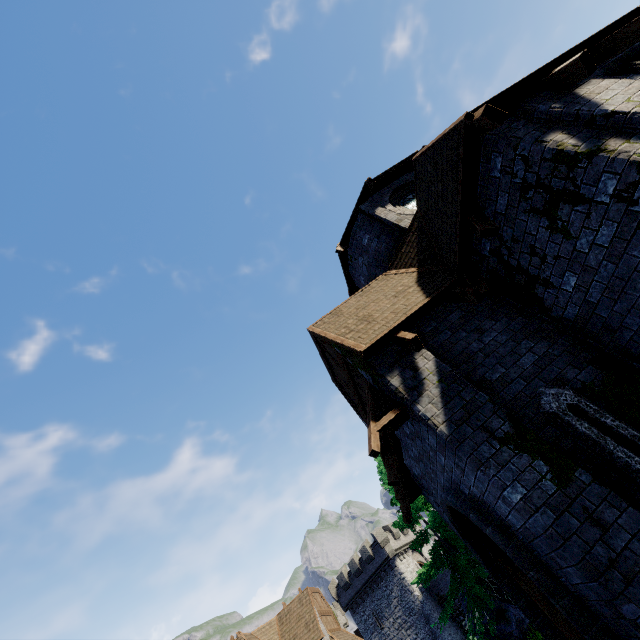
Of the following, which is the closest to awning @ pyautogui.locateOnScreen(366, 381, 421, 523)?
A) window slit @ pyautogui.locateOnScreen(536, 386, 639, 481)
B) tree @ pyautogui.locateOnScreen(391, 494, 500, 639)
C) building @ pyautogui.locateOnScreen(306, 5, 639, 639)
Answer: building @ pyautogui.locateOnScreen(306, 5, 639, 639)

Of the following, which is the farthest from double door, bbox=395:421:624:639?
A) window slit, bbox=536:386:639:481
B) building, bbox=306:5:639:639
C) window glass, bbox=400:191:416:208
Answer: window glass, bbox=400:191:416:208

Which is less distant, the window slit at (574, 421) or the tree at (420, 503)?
the window slit at (574, 421)

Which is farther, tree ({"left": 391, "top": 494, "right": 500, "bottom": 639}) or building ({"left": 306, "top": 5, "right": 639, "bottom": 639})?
tree ({"left": 391, "top": 494, "right": 500, "bottom": 639})

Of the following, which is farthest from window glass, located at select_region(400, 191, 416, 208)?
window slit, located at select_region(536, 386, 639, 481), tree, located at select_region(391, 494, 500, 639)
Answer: tree, located at select_region(391, 494, 500, 639)

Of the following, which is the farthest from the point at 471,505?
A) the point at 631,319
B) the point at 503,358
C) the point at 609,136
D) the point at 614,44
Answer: the point at 614,44

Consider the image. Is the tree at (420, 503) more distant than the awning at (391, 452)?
Yes

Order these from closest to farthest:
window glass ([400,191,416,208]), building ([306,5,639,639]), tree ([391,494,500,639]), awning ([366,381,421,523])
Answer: building ([306,5,639,639]) < awning ([366,381,421,523]) < window glass ([400,191,416,208]) < tree ([391,494,500,639])
